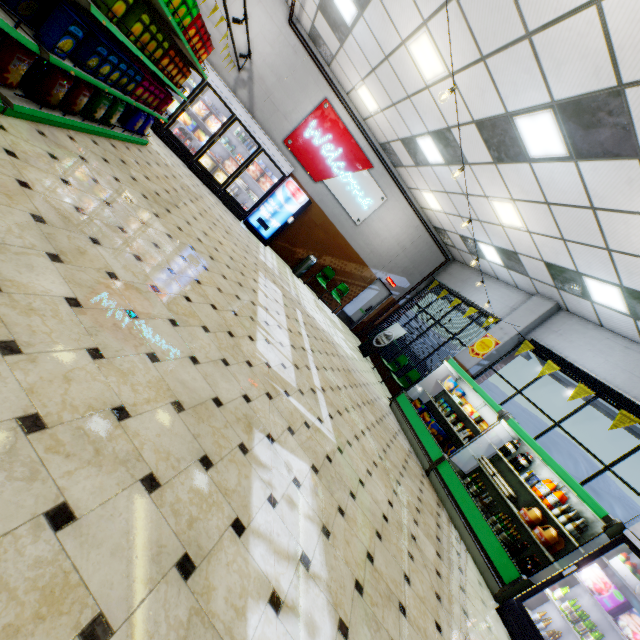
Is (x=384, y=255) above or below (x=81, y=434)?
above

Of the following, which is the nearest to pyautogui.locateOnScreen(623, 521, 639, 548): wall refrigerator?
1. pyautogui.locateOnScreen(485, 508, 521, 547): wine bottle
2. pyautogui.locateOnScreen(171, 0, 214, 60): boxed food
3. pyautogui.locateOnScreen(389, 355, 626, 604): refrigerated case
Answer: pyautogui.locateOnScreen(389, 355, 626, 604): refrigerated case

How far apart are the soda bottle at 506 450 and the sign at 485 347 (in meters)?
2.60

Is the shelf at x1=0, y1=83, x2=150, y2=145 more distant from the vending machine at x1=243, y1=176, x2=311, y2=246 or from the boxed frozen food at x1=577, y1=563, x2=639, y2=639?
the boxed frozen food at x1=577, y1=563, x2=639, y2=639

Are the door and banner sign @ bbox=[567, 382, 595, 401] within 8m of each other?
yes

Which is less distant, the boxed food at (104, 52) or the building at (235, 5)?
the boxed food at (104, 52)

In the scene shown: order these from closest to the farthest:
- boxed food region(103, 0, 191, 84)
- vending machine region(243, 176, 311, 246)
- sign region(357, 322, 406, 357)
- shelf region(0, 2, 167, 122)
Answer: shelf region(0, 2, 167, 122), boxed food region(103, 0, 191, 84), vending machine region(243, 176, 311, 246), sign region(357, 322, 406, 357)

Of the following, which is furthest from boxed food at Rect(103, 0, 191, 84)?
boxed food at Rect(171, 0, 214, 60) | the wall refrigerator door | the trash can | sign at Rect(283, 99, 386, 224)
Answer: → the trash can
